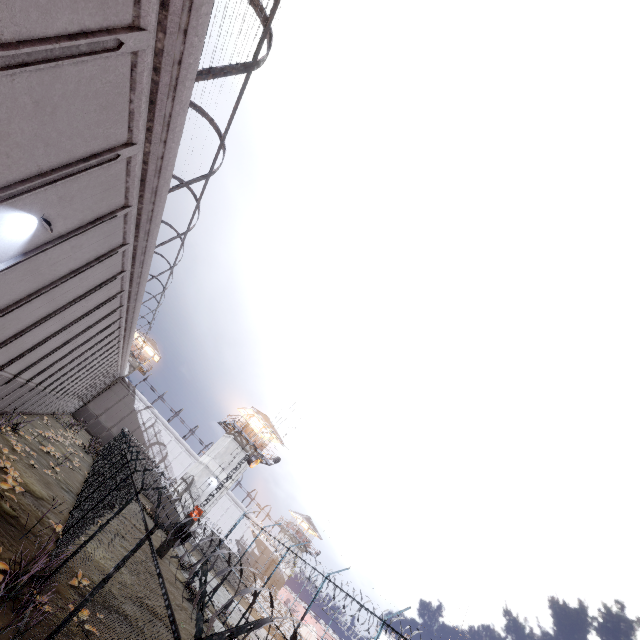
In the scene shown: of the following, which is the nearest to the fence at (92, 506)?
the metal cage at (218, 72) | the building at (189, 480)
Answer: the metal cage at (218, 72)

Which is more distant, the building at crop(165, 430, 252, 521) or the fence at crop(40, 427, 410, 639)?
the building at crop(165, 430, 252, 521)

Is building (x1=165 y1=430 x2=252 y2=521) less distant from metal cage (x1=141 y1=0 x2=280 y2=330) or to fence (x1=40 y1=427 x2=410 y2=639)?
fence (x1=40 y1=427 x2=410 y2=639)

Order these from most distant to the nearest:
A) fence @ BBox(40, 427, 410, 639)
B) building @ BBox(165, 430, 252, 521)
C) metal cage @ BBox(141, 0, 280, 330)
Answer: building @ BBox(165, 430, 252, 521)
metal cage @ BBox(141, 0, 280, 330)
fence @ BBox(40, 427, 410, 639)

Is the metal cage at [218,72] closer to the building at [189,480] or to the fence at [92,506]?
the fence at [92,506]

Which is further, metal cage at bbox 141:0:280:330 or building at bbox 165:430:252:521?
building at bbox 165:430:252:521

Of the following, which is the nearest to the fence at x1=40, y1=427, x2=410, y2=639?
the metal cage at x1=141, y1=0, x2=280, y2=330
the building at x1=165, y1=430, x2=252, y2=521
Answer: the metal cage at x1=141, y1=0, x2=280, y2=330

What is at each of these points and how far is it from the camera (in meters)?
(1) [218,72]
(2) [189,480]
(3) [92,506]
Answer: (1) metal cage, 6.70
(2) building, 35.06
(3) fence, 12.45
